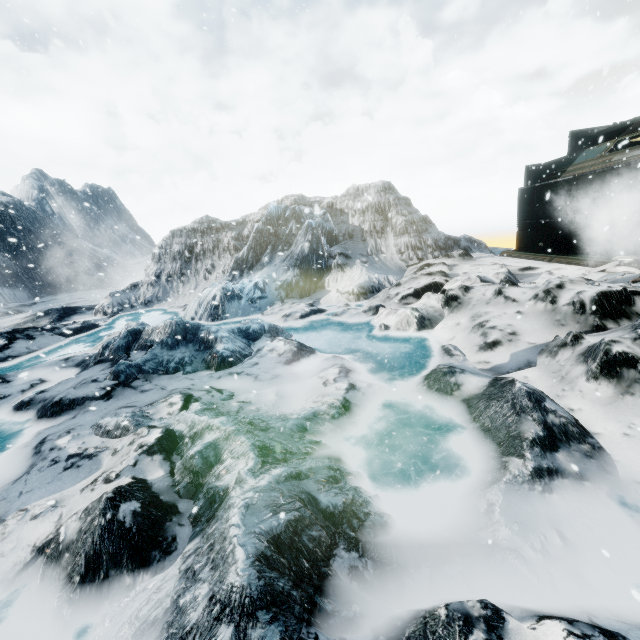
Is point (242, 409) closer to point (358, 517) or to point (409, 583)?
point (358, 517)
